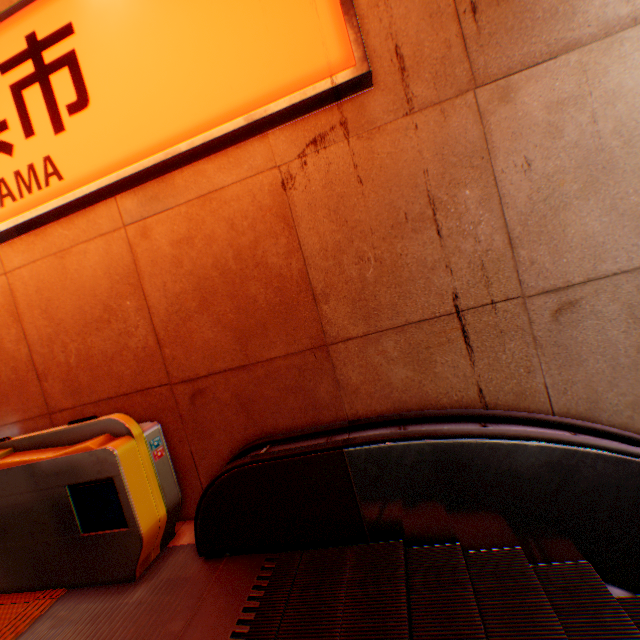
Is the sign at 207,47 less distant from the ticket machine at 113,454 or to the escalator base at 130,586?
the ticket machine at 113,454

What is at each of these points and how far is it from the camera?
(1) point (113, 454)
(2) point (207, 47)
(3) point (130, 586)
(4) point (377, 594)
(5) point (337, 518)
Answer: (1) ticket machine, 2.3 meters
(2) sign, 2.4 meters
(3) escalator base, 2.4 meters
(4) steps, 1.8 meters
(5) escalator, 2.2 meters

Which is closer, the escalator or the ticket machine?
the escalator

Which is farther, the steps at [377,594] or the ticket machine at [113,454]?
the ticket machine at [113,454]

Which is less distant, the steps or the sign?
the steps

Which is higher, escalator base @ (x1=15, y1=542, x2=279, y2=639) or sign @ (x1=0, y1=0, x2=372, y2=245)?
sign @ (x1=0, y1=0, x2=372, y2=245)

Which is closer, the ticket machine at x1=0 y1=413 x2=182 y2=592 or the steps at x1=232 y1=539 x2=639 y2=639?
the steps at x1=232 y1=539 x2=639 y2=639

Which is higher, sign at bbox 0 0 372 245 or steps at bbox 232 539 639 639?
sign at bbox 0 0 372 245
